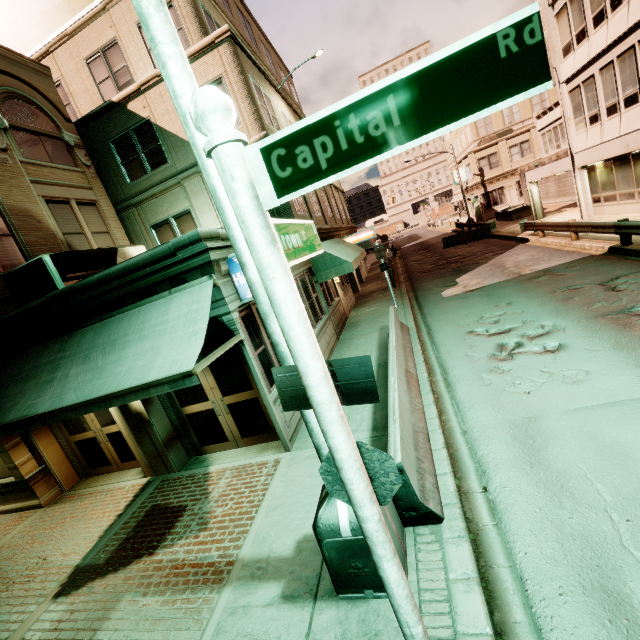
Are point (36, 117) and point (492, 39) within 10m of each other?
no

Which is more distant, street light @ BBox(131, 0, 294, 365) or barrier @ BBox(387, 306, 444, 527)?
barrier @ BBox(387, 306, 444, 527)

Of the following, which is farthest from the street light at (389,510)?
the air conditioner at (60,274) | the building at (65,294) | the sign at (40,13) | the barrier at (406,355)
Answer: the sign at (40,13)

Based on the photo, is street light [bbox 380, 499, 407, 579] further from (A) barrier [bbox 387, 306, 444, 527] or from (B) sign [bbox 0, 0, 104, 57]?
(B) sign [bbox 0, 0, 104, 57]

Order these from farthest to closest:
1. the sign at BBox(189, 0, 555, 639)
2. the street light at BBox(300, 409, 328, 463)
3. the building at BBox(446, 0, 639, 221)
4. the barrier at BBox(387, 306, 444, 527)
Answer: the building at BBox(446, 0, 639, 221), the barrier at BBox(387, 306, 444, 527), the street light at BBox(300, 409, 328, 463), the sign at BBox(189, 0, 555, 639)

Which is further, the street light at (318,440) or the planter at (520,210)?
the planter at (520,210)

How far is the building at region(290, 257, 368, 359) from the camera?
11.0m
